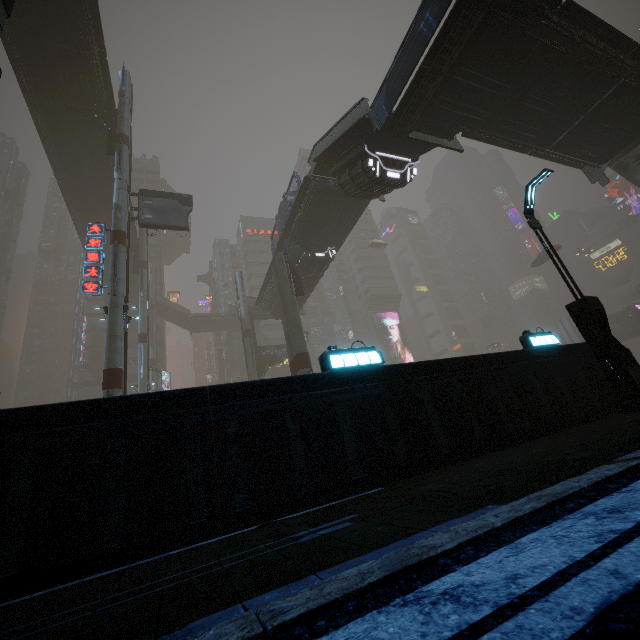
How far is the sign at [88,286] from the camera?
18.3 meters

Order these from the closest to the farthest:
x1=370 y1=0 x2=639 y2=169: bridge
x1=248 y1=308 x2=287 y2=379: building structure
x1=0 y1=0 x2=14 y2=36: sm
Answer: x1=0 y1=0 x2=14 y2=36: sm
x1=370 y1=0 x2=639 y2=169: bridge
x1=248 y1=308 x2=287 y2=379: building structure

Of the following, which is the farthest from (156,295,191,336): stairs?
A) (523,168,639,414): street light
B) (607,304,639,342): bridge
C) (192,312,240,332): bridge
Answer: (607,304,639,342): bridge

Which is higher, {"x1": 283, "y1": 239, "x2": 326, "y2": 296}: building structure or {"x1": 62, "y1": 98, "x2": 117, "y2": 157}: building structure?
{"x1": 62, "y1": 98, "x2": 117, "y2": 157}: building structure

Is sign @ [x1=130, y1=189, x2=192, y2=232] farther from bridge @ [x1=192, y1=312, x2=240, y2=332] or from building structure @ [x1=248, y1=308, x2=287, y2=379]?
bridge @ [x1=192, y1=312, x2=240, y2=332]

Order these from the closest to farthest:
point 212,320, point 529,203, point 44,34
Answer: point 529,203
point 44,34
point 212,320

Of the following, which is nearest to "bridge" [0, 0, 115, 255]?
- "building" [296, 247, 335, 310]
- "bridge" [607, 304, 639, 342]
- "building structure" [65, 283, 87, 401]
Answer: "building" [296, 247, 335, 310]

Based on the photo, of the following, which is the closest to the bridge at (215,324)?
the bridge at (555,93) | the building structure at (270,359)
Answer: the building structure at (270,359)
